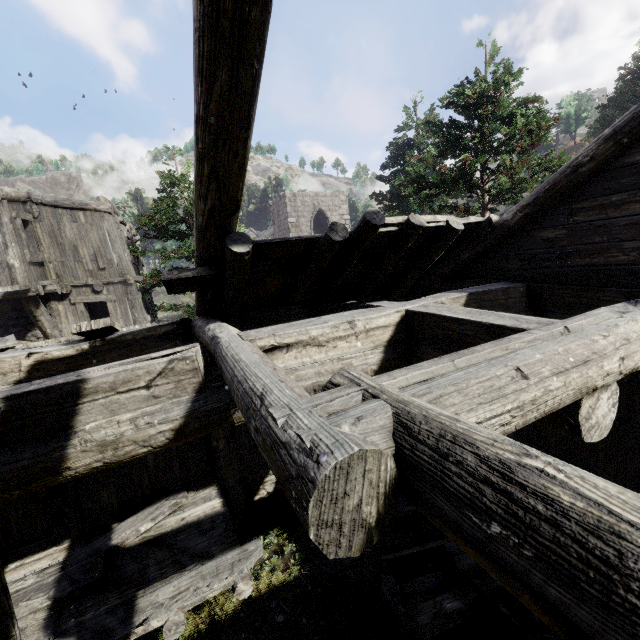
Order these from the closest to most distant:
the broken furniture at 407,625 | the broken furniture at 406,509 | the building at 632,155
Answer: the building at 632,155 → the broken furniture at 407,625 → the broken furniture at 406,509

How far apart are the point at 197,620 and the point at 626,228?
7.8m

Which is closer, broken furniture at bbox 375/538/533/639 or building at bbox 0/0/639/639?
building at bbox 0/0/639/639

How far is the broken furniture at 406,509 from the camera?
5.7 meters

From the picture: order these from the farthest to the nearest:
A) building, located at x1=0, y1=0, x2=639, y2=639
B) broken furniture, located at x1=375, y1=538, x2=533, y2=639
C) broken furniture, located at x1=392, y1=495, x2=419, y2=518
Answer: broken furniture, located at x1=392, y1=495, x2=419, y2=518
broken furniture, located at x1=375, y1=538, x2=533, y2=639
building, located at x1=0, y1=0, x2=639, y2=639

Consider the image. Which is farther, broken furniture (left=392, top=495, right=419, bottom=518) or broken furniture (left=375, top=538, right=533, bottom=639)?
broken furniture (left=392, top=495, right=419, bottom=518)

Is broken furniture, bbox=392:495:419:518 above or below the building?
below
